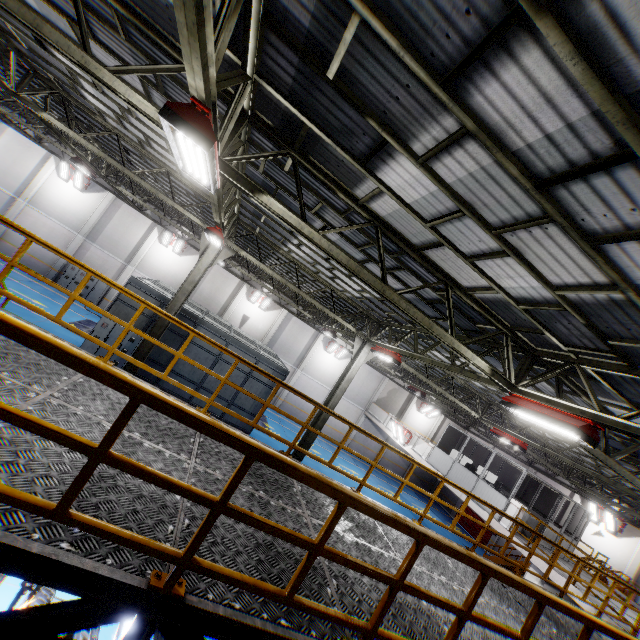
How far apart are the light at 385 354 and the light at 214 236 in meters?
6.9 m

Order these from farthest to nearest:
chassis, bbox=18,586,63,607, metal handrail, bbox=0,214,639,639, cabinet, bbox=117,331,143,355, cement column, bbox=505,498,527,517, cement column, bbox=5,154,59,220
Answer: cement column, bbox=5,154,59,220 < cabinet, bbox=117,331,143,355 < cement column, bbox=505,498,527,517 < chassis, bbox=18,586,63,607 < metal handrail, bbox=0,214,639,639

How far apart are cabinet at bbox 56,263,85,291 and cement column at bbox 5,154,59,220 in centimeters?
441cm

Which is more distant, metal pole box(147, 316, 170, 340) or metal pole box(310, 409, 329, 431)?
metal pole box(310, 409, 329, 431)

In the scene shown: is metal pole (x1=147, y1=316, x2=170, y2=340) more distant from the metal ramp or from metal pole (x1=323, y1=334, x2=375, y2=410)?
the metal ramp

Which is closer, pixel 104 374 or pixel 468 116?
pixel 104 374

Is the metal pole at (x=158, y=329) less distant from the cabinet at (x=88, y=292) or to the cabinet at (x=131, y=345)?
the cabinet at (x=131, y=345)

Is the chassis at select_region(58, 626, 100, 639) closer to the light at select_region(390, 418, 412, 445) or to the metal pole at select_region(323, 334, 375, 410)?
the metal pole at select_region(323, 334, 375, 410)
